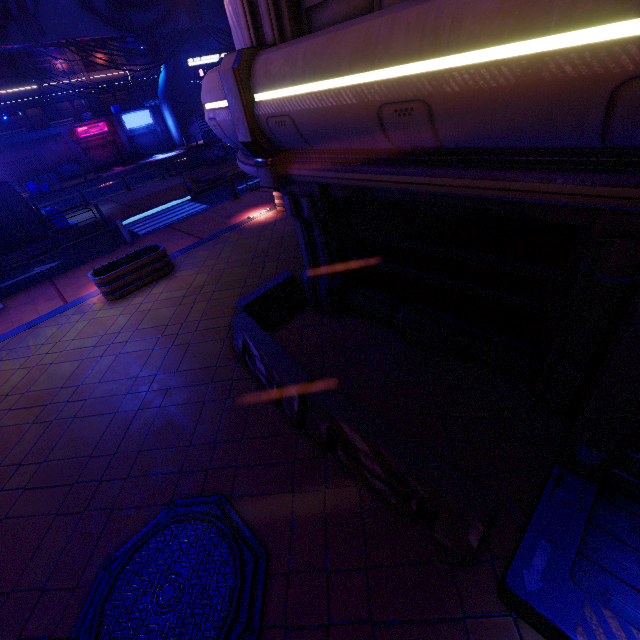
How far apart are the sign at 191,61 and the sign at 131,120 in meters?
16.5 m

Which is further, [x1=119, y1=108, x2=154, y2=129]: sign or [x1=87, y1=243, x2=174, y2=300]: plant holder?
[x1=119, y1=108, x2=154, y2=129]: sign

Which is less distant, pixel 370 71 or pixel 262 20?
pixel 370 71

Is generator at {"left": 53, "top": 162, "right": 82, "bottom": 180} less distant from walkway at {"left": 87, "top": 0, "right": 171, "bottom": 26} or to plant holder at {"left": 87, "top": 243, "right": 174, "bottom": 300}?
walkway at {"left": 87, "top": 0, "right": 171, "bottom": 26}

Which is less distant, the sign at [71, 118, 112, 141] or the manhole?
the manhole

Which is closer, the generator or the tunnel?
the tunnel

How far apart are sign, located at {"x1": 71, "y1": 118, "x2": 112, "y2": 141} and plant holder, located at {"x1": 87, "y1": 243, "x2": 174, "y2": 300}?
35.76m

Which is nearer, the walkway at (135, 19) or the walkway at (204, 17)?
the walkway at (135, 19)
